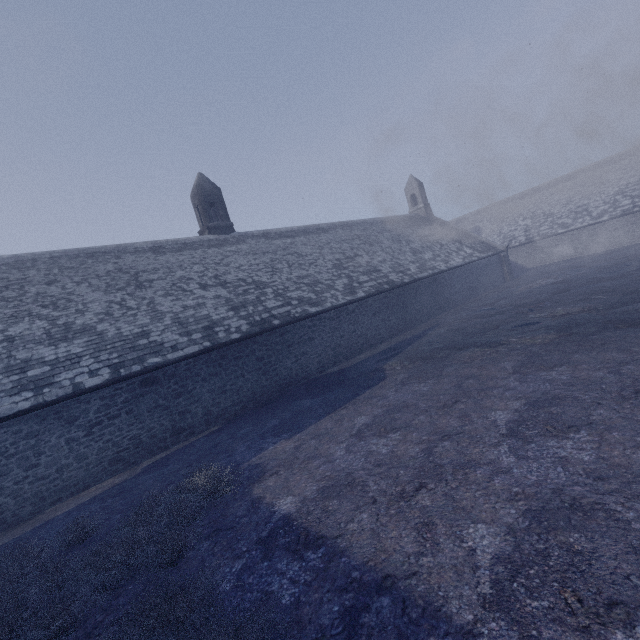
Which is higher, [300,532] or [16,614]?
[16,614]
